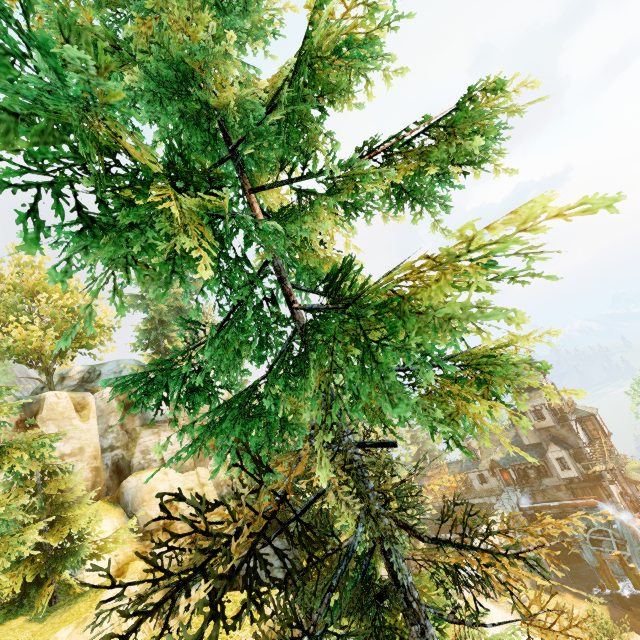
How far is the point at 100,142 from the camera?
2.83m

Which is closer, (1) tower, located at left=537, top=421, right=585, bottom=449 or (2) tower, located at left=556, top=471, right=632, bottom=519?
(2) tower, located at left=556, top=471, right=632, bottom=519

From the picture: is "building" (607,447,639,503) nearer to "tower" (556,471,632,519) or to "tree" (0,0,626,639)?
"tower" (556,471,632,519)

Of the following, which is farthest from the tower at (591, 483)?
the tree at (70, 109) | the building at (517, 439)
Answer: the tree at (70, 109)

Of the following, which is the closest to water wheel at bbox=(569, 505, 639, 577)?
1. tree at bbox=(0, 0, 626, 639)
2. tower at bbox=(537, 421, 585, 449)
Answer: tower at bbox=(537, 421, 585, 449)

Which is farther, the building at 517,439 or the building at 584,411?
the building at 584,411

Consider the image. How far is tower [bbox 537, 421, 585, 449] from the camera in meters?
36.7 m
